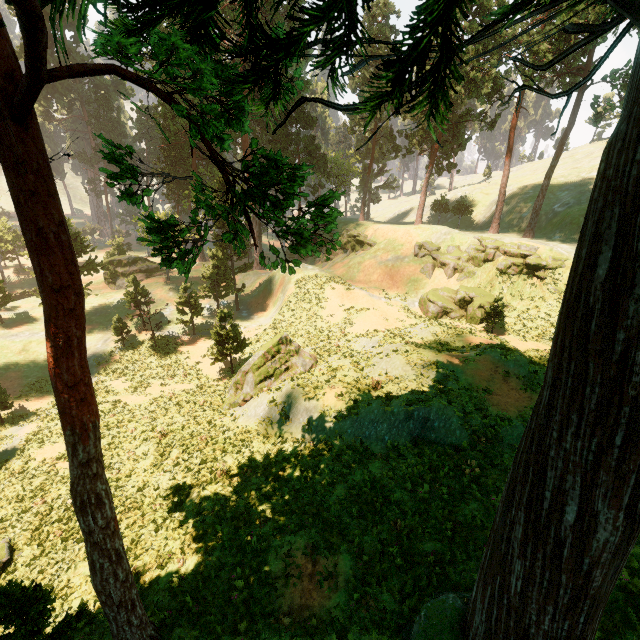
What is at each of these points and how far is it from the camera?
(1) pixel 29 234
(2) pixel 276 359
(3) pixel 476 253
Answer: (1) treerock, 4.6 meters
(2) treerock, 20.6 meters
(3) rock, 36.1 meters

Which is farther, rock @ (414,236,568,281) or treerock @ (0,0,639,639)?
rock @ (414,236,568,281)

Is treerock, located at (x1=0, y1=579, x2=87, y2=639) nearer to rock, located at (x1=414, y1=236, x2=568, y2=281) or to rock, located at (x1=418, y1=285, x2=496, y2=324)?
rock, located at (x1=414, y1=236, x2=568, y2=281)

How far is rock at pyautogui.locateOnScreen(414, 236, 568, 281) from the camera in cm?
3183

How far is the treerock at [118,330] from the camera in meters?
32.1 m

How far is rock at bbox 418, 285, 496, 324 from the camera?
32.0 meters

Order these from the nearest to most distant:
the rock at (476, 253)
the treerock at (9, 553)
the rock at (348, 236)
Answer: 1. the treerock at (9, 553)
2. the rock at (476, 253)
3. the rock at (348, 236)

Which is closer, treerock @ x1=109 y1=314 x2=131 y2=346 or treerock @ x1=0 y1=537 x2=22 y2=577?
treerock @ x1=0 y1=537 x2=22 y2=577
